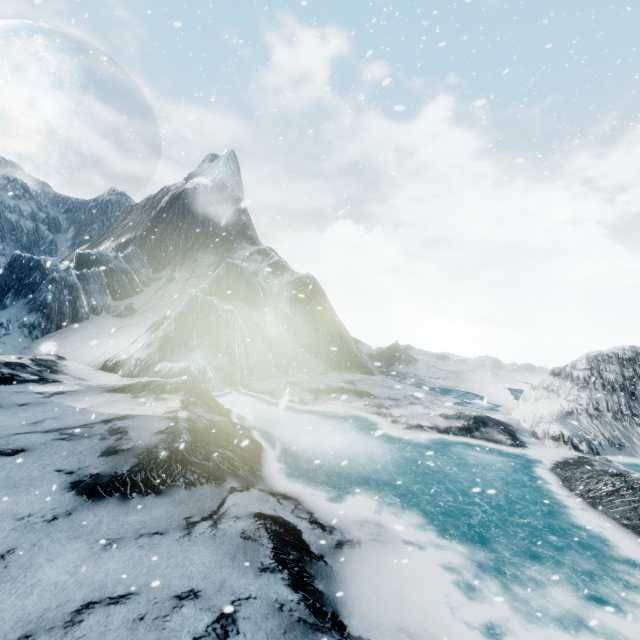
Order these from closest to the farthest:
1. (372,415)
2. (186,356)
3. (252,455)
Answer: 1. (252,455)
2. (372,415)
3. (186,356)
